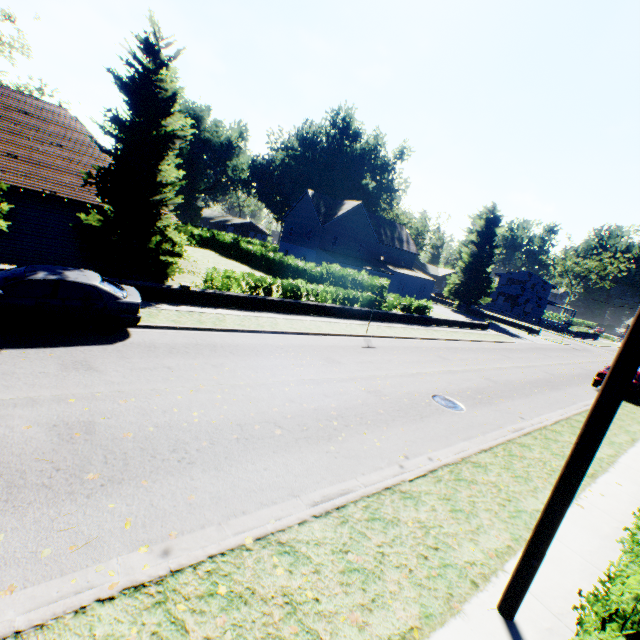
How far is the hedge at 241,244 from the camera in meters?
17.5

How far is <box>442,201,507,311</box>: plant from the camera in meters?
45.9 m

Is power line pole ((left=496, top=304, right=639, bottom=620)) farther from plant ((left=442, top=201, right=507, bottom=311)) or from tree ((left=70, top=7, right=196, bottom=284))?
plant ((left=442, top=201, right=507, bottom=311))

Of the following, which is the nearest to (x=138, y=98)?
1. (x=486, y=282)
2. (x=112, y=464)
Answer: (x=112, y=464)

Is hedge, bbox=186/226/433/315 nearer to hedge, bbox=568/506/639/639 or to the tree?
the tree

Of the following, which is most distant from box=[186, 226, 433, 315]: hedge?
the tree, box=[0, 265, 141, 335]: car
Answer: box=[0, 265, 141, 335]: car

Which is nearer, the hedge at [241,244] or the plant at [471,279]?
the hedge at [241,244]

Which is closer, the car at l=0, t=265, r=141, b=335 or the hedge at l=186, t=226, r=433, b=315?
the car at l=0, t=265, r=141, b=335
